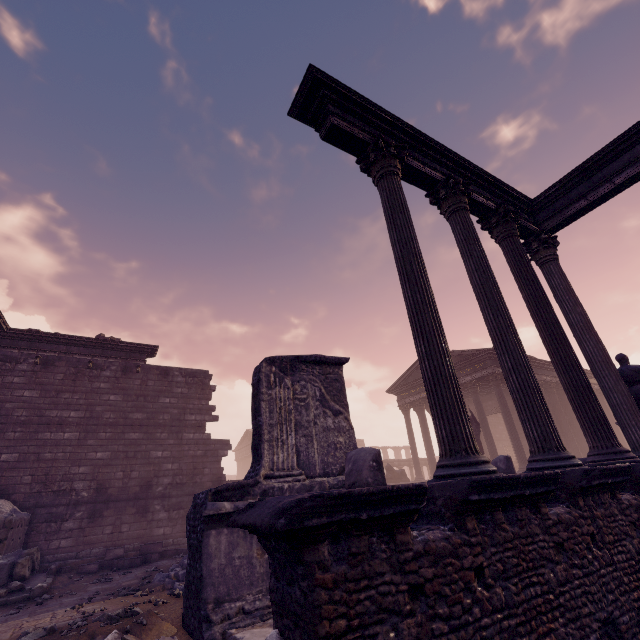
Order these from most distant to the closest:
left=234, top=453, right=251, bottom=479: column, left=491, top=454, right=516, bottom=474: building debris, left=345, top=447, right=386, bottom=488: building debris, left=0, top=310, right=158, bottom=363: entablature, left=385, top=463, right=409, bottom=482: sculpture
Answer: left=234, top=453, right=251, bottom=479: column < left=385, top=463, right=409, bottom=482: sculpture < left=0, top=310, right=158, bottom=363: entablature < left=491, top=454, right=516, bottom=474: building debris < left=345, top=447, right=386, bottom=488: building debris

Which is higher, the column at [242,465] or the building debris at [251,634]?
the column at [242,465]

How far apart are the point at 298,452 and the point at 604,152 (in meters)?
9.44

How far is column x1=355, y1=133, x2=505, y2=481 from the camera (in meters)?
3.47

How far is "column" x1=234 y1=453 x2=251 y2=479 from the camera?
41.66m

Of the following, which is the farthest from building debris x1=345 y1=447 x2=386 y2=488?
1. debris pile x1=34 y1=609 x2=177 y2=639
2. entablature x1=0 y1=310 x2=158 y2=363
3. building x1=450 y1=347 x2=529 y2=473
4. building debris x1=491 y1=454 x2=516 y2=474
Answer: building x1=450 y1=347 x2=529 y2=473

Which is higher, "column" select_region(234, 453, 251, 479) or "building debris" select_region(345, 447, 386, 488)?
"column" select_region(234, 453, 251, 479)

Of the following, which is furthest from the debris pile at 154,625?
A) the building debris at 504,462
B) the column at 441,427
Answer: the building debris at 504,462
